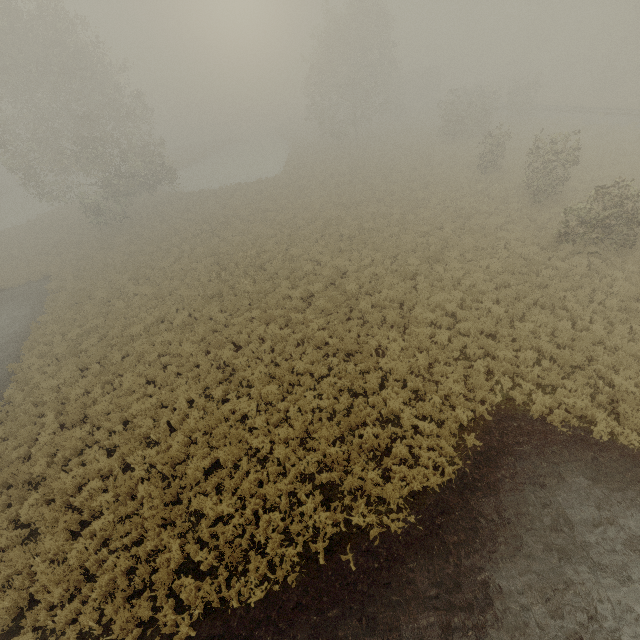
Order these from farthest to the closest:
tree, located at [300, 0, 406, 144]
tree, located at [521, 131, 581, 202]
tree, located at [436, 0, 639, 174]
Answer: tree, located at [300, 0, 406, 144] → tree, located at [436, 0, 639, 174] → tree, located at [521, 131, 581, 202]

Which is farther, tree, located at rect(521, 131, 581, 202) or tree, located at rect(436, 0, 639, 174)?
tree, located at rect(436, 0, 639, 174)

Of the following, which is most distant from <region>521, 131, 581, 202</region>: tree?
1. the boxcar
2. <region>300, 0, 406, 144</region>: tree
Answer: the boxcar

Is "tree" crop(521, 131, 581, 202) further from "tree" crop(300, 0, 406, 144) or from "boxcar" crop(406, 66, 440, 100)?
"boxcar" crop(406, 66, 440, 100)

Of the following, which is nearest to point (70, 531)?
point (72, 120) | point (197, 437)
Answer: point (197, 437)

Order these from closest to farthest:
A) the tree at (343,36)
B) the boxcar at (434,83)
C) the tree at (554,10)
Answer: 1. the tree at (554,10)
2. the tree at (343,36)
3. the boxcar at (434,83)

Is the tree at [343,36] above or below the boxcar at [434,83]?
above
